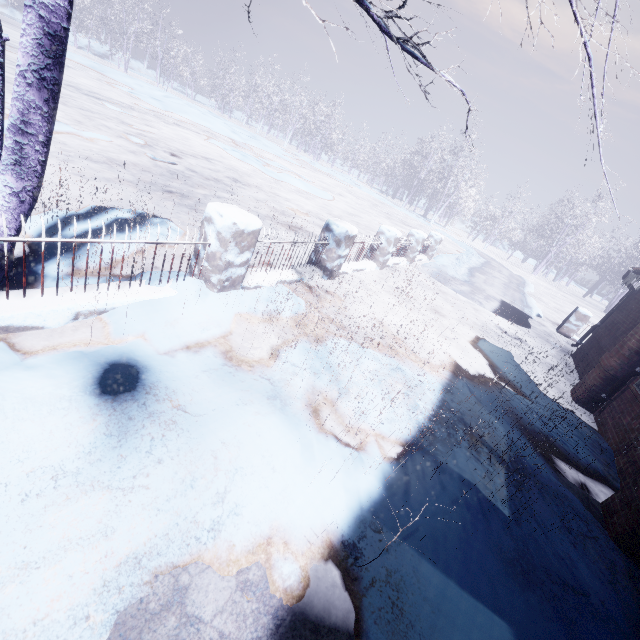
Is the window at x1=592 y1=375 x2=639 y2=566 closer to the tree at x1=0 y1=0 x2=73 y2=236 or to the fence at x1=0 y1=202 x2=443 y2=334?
the tree at x1=0 y1=0 x2=73 y2=236

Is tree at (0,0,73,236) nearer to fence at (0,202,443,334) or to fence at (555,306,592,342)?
fence at (0,202,443,334)

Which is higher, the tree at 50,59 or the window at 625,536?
the tree at 50,59

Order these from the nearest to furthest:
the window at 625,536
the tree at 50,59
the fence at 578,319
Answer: the tree at 50,59, the window at 625,536, the fence at 578,319

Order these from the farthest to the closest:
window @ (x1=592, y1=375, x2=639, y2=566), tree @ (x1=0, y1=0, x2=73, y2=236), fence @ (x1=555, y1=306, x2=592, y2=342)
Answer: fence @ (x1=555, y1=306, x2=592, y2=342), window @ (x1=592, y1=375, x2=639, y2=566), tree @ (x1=0, y1=0, x2=73, y2=236)

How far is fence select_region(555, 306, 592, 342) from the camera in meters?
9.5

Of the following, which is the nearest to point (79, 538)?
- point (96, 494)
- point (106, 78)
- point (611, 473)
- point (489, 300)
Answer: point (96, 494)
